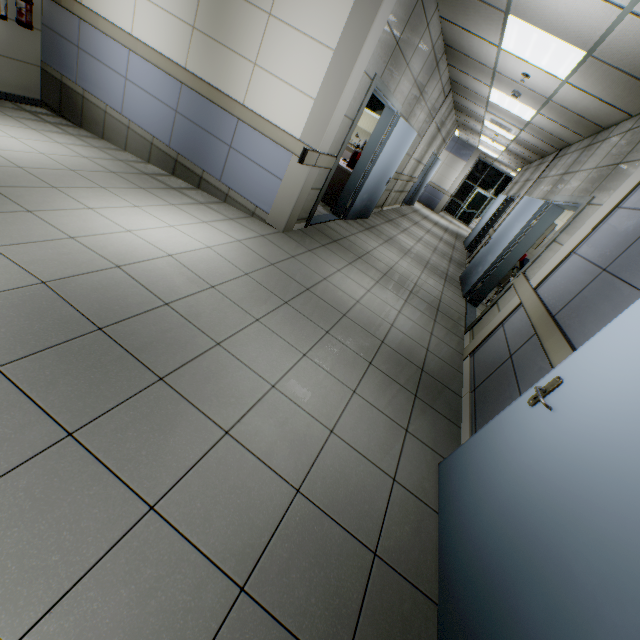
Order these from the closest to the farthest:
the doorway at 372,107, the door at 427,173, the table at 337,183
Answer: the table at 337,183 < the doorway at 372,107 < the door at 427,173

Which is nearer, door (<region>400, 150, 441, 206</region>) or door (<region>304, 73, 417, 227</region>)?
door (<region>304, 73, 417, 227</region>)

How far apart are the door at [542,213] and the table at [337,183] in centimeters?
298cm

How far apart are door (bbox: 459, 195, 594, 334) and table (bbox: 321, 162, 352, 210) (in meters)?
2.98

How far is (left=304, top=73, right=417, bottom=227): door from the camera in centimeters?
455cm

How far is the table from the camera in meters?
6.4 m

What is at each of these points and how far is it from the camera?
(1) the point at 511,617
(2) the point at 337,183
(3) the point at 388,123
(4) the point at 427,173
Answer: (1) door, 1.2 meters
(2) table, 6.6 meters
(3) door, 5.6 meters
(4) door, 12.8 meters

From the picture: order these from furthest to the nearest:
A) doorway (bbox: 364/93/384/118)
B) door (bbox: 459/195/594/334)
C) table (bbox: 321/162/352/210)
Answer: doorway (bbox: 364/93/384/118) < table (bbox: 321/162/352/210) < door (bbox: 459/195/594/334)
